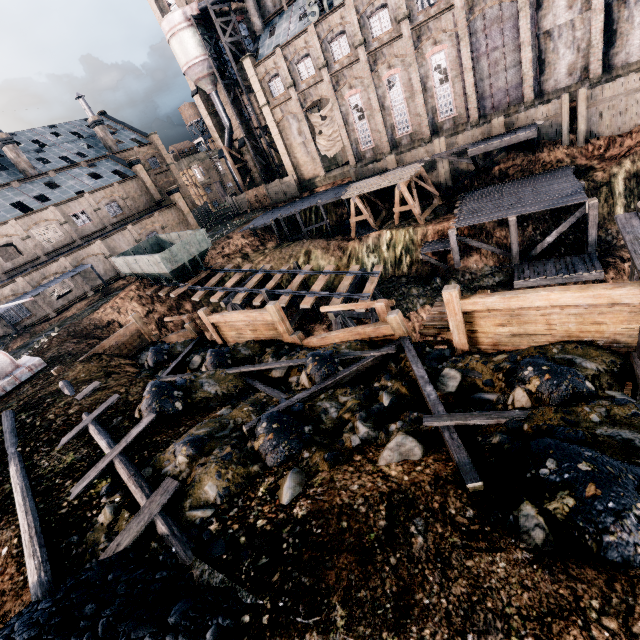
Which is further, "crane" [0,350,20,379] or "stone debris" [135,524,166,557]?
"crane" [0,350,20,379]

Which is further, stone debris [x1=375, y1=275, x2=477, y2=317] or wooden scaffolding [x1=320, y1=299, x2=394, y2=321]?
stone debris [x1=375, y1=275, x2=477, y2=317]

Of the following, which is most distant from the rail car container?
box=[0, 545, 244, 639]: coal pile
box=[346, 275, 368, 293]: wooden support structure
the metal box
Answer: box=[0, 545, 244, 639]: coal pile

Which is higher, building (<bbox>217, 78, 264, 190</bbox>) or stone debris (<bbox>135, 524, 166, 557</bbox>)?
building (<bbox>217, 78, 264, 190</bbox>)

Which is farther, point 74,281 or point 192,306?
point 74,281

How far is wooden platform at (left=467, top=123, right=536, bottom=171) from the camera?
25.6m

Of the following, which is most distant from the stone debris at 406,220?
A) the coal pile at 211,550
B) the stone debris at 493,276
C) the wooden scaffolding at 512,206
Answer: the coal pile at 211,550

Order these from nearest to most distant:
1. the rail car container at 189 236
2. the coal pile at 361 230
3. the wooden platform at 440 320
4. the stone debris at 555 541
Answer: the stone debris at 555 541
the wooden platform at 440 320
the rail car container at 189 236
the coal pile at 361 230
